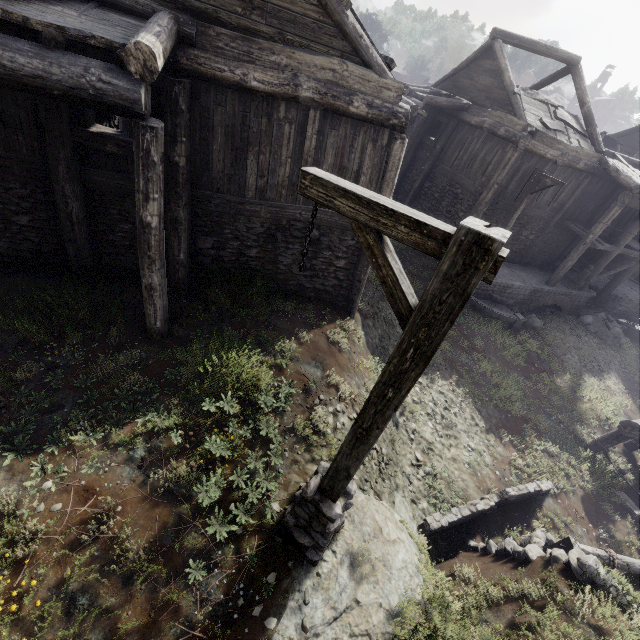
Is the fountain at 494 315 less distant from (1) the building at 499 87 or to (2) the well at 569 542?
(1) the building at 499 87

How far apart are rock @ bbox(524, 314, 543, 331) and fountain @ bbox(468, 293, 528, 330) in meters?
0.3 m

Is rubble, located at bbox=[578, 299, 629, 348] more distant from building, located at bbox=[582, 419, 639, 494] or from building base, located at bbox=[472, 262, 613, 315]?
building, located at bbox=[582, 419, 639, 494]

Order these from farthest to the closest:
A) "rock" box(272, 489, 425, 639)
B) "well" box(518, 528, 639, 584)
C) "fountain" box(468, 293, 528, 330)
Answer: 1. "fountain" box(468, 293, 528, 330)
2. "well" box(518, 528, 639, 584)
3. "rock" box(272, 489, 425, 639)

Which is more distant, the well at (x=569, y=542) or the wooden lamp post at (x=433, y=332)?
the well at (x=569, y=542)

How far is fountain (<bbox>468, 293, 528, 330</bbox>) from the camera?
14.7 meters

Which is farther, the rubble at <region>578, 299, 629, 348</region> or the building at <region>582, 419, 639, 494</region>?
the rubble at <region>578, 299, 629, 348</region>

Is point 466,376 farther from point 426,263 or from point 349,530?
point 349,530
